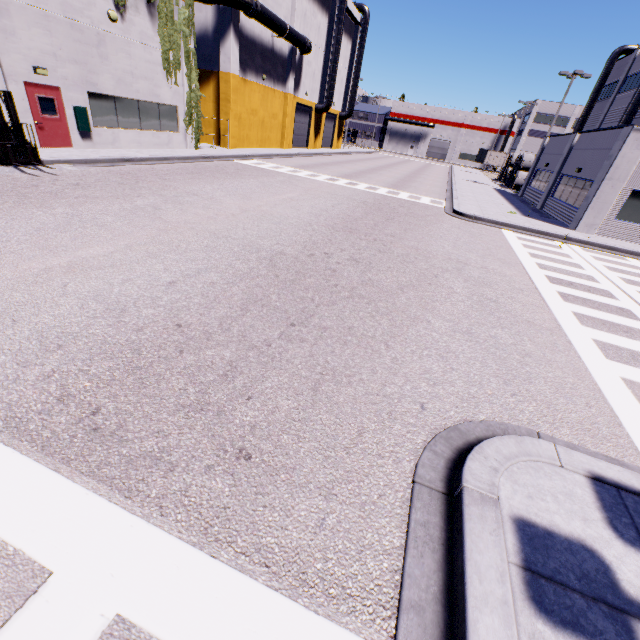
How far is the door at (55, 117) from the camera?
13.3 meters

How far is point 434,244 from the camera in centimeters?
1146cm

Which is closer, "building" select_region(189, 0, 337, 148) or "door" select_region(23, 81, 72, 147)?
"door" select_region(23, 81, 72, 147)

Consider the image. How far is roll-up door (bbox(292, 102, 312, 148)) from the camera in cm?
3628

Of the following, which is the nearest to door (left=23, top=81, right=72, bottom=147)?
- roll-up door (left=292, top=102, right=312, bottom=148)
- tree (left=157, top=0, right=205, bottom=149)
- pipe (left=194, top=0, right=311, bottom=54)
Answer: tree (left=157, top=0, right=205, bottom=149)

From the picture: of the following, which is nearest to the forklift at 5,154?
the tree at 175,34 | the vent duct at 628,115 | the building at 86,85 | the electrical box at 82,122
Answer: the building at 86,85

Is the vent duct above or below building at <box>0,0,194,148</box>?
above

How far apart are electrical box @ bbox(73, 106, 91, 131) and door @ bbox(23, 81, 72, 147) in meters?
0.4 m
